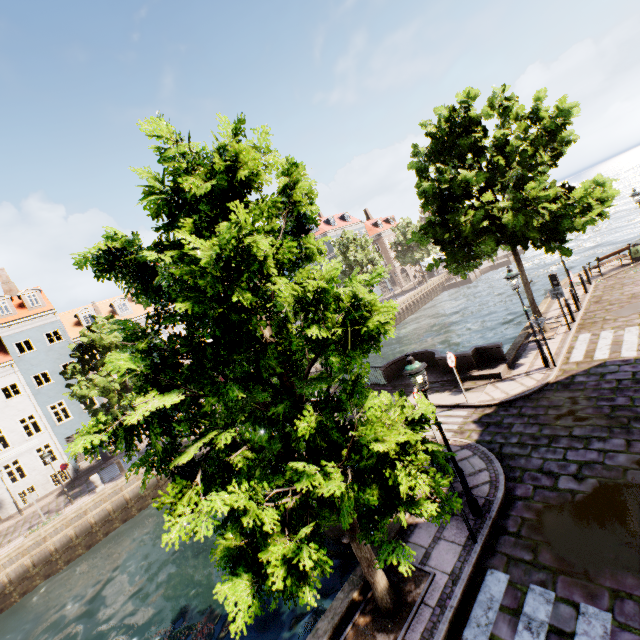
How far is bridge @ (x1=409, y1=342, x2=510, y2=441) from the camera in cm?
1120

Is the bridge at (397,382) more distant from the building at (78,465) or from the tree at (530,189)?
the building at (78,465)

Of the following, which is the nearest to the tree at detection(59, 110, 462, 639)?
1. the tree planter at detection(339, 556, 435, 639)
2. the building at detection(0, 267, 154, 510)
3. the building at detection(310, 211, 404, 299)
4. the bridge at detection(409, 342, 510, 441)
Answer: the tree planter at detection(339, 556, 435, 639)

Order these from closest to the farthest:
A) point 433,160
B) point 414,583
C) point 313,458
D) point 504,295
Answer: point 313,458 < point 414,583 < point 433,160 < point 504,295

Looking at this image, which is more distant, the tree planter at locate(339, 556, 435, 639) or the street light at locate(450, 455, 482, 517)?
the street light at locate(450, 455, 482, 517)

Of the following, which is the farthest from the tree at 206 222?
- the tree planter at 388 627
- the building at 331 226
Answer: the building at 331 226

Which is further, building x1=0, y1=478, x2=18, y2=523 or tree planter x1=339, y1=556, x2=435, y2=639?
building x1=0, y1=478, x2=18, y2=523

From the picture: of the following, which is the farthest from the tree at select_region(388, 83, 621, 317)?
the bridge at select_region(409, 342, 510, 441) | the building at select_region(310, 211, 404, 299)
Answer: the building at select_region(310, 211, 404, 299)
